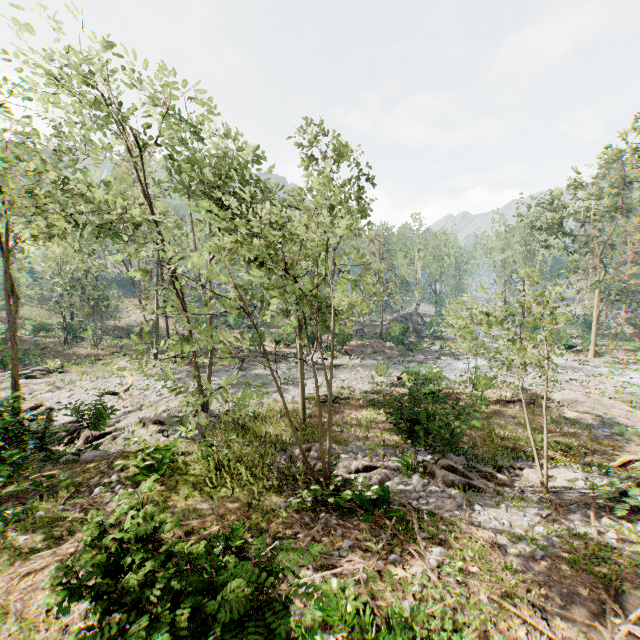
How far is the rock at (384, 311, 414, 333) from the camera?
41.8 meters

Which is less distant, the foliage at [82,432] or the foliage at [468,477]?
the foliage at [82,432]

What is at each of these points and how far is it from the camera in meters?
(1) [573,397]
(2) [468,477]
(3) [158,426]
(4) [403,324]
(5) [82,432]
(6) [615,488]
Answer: (1) foliage, 21.7 m
(2) foliage, 11.4 m
(3) foliage, 18.2 m
(4) rock, 41.9 m
(5) foliage, 17.4 m
(6) foliage, 9.5 m

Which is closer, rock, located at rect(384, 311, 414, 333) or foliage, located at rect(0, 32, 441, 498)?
foliage, located at rect(0, 32, 441, 498)

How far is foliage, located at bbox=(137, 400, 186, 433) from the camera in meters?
17.9 m

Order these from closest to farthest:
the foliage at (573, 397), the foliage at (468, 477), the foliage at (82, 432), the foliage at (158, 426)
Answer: the foliage at (82, 432)
the foliage at (468, 477)
the foliage at (573, 397)
the foliage at (158, 426)

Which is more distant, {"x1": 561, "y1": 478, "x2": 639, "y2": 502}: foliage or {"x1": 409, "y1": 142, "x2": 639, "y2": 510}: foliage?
{"x1": 409, "y1": 142, "x2": 639, "y2": 510}: foliage
